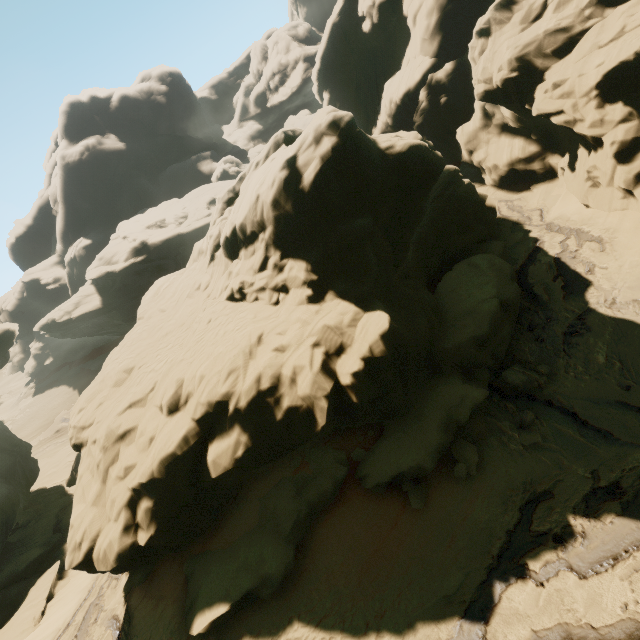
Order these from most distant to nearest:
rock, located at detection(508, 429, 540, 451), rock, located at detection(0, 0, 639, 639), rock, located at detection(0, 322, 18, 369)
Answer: rock, located at detection(0, 322, 18, 369) < rock, located at detection(0, 0, 639, 639) < rock, located at detection(508, 429, 540, 451)

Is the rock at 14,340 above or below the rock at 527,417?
above

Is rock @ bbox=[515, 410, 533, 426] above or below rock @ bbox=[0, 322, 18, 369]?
below

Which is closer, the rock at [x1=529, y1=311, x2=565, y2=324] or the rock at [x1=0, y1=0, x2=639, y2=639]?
the rock at [x1=0, y1=0, x2=639, y2=639]

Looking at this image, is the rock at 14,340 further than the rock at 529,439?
Yes

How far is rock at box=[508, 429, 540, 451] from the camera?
10.2m

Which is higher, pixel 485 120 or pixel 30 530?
pixel 485 120
